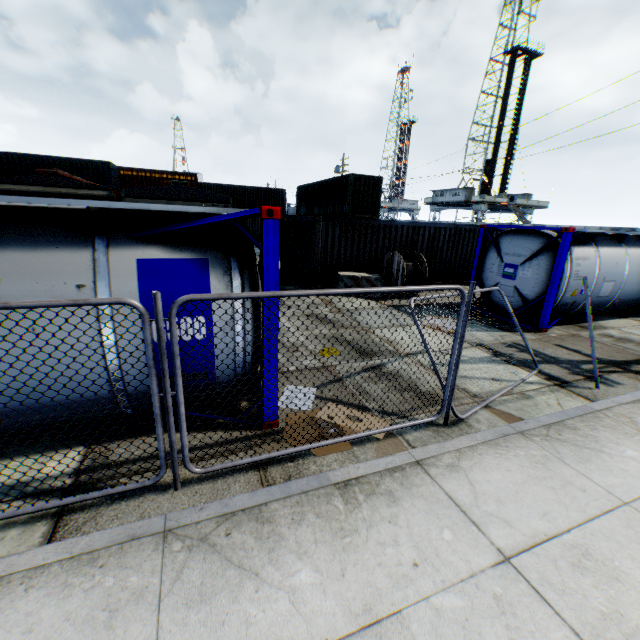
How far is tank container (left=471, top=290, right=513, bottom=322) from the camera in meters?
10.7 m

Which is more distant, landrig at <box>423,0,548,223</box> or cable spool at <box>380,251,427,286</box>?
landrig at <box>423,0,548,223</box>

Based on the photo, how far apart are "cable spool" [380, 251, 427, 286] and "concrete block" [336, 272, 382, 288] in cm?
21

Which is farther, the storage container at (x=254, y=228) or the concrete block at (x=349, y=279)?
the storage container at (x=254, y=228)

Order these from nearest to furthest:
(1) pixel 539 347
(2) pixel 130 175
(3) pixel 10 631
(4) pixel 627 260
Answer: (3) pixel 10 631 < (1) pixel 539 347 < (4) pixel 627 260 < (2) pixel 130 175

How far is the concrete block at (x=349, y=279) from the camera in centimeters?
1266cm

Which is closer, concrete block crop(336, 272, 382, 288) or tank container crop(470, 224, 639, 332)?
tank container crop(470, 224, 639, 332)

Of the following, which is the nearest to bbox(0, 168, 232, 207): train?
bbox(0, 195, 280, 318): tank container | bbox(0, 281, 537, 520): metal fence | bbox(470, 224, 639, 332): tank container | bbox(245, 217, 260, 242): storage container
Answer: bbox(0, 195, 280, 318): tank container
